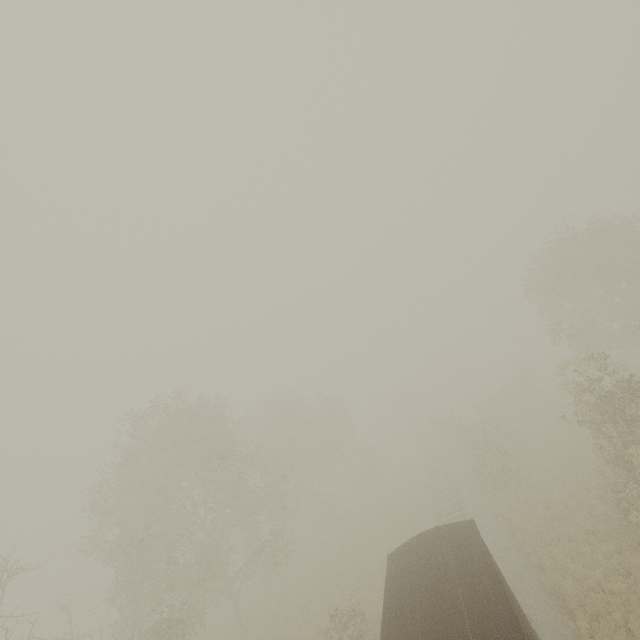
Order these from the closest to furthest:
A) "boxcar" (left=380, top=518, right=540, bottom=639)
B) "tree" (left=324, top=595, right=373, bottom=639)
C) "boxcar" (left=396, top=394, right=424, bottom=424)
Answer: "boxcar" (left=380, top=518, right=540, bottom=639) < "tree" (left=324, top=595, right=373, bottom=639) < "boxcar" (left=396, top=394, right=424, bottom=424)

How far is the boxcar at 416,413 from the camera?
56.4m

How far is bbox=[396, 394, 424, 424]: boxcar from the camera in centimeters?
5638cm

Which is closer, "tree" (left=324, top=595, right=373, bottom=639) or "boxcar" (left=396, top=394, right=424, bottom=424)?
"tree" (left=324, top=595, right=373, bottom=639)

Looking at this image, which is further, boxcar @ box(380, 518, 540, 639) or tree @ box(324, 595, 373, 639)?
tree @ box(324, 595, 373, 639)

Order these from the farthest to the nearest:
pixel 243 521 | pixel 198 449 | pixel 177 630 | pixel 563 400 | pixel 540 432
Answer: pixel 563 400 → pixel 540 432 → pixel 243 521 → pixel 198 449 → pixel 177 630

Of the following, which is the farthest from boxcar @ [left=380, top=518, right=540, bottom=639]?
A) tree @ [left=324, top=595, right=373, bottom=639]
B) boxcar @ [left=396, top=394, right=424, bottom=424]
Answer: boxcar @ [left=396, top=394, right=424, bottom=424]

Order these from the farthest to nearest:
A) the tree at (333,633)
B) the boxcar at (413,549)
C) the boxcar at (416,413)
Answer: the boxcar at (416,413), the tree at (333,633), the boxcar at (413,549)
